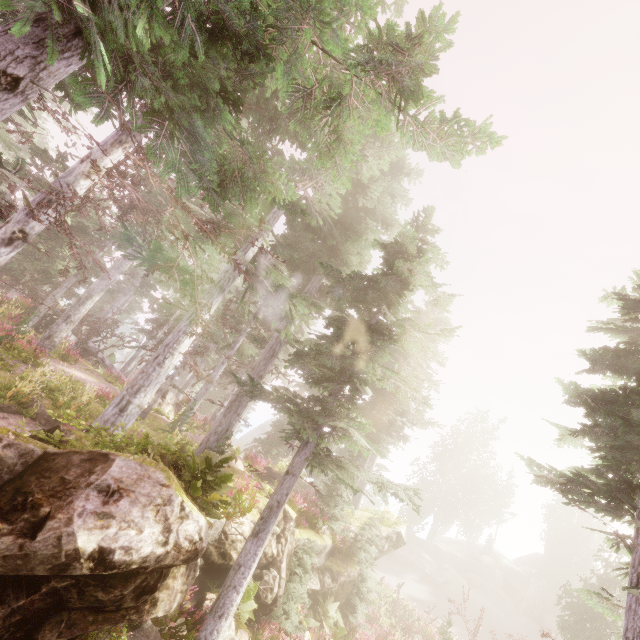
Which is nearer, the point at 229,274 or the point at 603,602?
the point at 603,602

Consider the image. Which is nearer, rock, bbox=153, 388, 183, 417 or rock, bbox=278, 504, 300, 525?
rock, bbox=278, 504, 300, 525

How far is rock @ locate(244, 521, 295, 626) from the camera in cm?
1002

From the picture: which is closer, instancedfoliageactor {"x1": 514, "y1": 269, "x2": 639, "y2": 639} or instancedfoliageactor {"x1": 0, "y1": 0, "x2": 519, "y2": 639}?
instancedfoliageactor {"x1": 0, "y1": 0, "x2": 519, "y2": 639}

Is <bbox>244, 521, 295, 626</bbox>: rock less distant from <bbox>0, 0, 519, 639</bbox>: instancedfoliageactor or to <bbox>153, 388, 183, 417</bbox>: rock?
<bbox>0, 0, 519, 639</bbox>: instancedfoliageactor

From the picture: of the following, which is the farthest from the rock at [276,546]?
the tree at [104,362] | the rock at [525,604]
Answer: the rock at [525,604]

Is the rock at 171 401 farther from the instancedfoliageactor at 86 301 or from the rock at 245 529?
the rock at 245 529

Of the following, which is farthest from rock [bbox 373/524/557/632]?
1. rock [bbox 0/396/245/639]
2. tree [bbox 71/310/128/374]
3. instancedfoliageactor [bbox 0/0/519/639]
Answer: tree [bbox 71/310/128/374]
